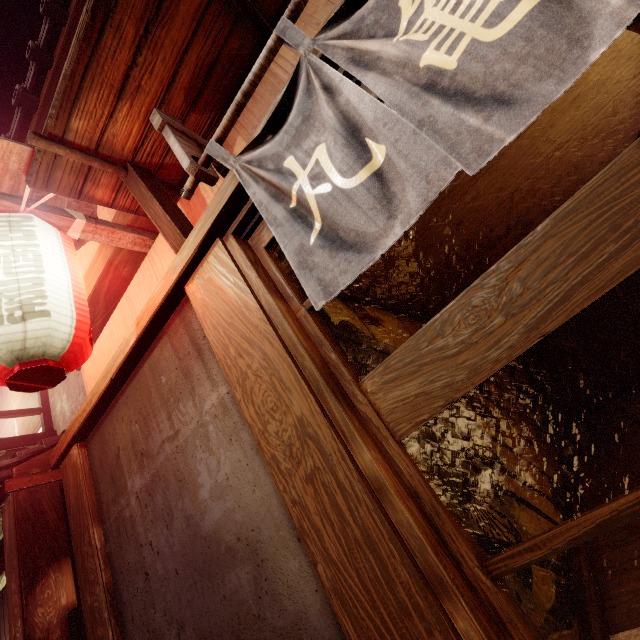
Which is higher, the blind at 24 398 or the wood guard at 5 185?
the blind at 24 398

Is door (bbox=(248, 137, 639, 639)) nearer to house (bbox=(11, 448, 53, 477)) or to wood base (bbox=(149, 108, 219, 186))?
wood base (bbox=(149, 108, 219, 186))

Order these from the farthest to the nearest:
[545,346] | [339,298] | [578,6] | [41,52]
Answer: [545,346] < [41,52] < [339,298] < [578,6]

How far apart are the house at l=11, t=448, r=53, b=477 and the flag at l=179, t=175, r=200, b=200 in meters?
7.4

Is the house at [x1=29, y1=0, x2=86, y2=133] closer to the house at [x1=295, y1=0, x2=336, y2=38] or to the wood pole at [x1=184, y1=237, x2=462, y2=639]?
the house at [x1=295, y1=0, x2=336, y2=38]

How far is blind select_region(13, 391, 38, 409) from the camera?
12.27m

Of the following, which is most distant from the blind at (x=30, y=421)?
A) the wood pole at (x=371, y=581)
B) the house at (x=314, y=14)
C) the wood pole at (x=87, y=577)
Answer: the wood pole at (x=371, y=581)

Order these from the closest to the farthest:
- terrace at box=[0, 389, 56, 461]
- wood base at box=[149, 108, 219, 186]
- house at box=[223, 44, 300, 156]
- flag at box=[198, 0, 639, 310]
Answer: flag at box=[198, 0, 639, 310] → wood base at box=[149, 108, 219, 186] → house at box=[223, 44, 300, 156] → terrace at box=[0, 389, 56, 461]
